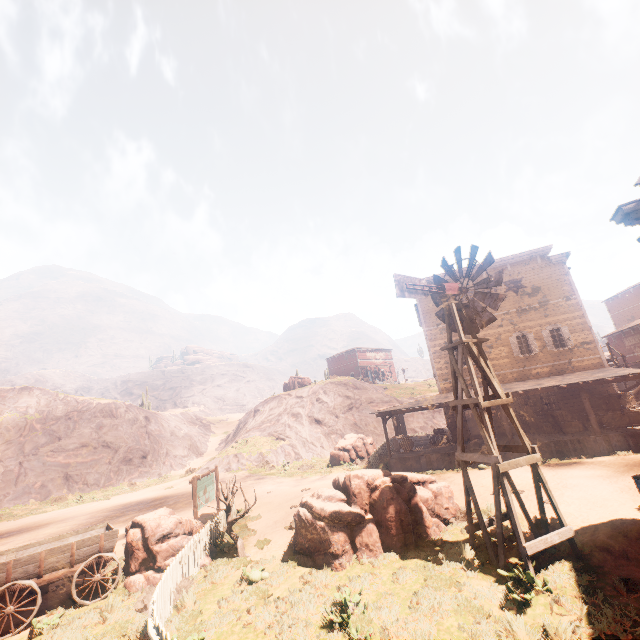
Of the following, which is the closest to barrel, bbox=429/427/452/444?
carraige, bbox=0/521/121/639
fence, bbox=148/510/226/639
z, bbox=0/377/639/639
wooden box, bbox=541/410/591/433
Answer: z, bbox=0/377/639/639

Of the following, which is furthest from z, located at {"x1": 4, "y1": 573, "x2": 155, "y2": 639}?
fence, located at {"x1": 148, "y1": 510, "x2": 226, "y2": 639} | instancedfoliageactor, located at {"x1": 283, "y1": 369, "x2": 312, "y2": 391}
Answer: instancedfoliageactor, located at {"x1": 283, "y1": 369, "x2": 312, "y2": 391}

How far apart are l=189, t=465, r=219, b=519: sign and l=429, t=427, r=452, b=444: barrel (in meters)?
13.81

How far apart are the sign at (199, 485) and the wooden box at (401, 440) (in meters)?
11.41

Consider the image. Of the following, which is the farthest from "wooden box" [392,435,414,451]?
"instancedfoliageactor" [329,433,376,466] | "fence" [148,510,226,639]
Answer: "fence" [148,510,226,639]

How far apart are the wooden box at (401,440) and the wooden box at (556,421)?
7.6m

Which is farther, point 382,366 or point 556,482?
point 382,366

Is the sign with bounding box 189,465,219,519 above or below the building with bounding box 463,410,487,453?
above
